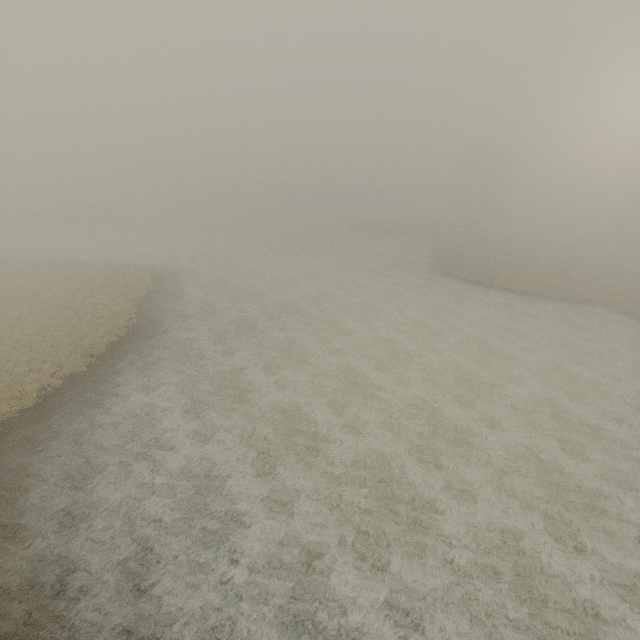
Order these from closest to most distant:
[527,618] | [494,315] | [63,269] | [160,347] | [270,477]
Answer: [527,618] → [270,477] → [160,347] → [494,315] → [63,269]
